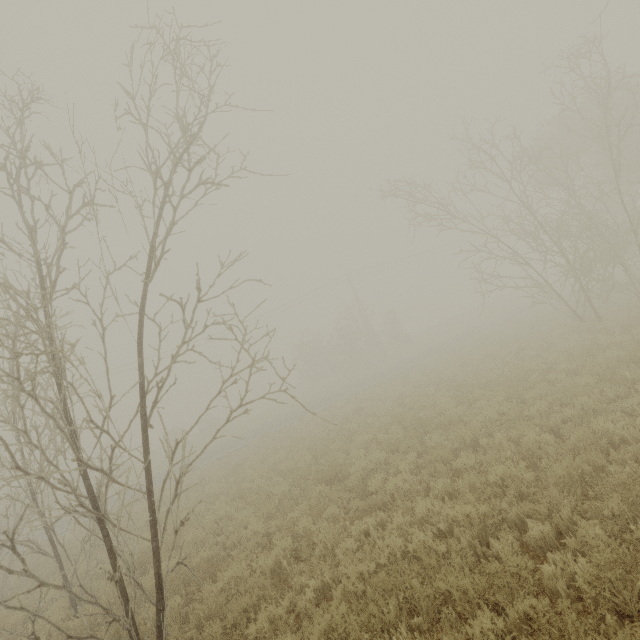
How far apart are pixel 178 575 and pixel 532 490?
7.6 meters
